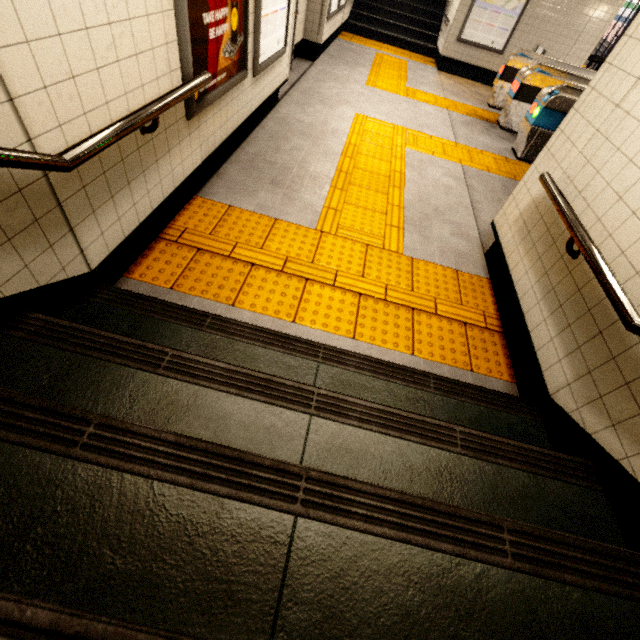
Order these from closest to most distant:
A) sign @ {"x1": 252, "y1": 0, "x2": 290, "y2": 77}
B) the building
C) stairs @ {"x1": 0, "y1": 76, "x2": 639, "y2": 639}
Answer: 1. stairs @ {"x1": 0, "y1": 76, "x2": 639, "y2": 639}
2. sign @ {"x1": 252, "y1": 0, "x2": 290, "y2": 77}
3. the building

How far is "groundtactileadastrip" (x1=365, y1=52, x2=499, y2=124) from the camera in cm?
677

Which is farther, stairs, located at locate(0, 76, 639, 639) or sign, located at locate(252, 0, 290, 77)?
sign, located at locate(252, 0, 290, 77)

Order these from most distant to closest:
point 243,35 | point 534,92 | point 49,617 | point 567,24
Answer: point 567,24 → point 534,92 → point 243,35 → point 49,617

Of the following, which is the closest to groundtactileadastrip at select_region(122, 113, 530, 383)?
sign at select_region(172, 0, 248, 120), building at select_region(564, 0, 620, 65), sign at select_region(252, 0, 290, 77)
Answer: building at select_region(564, 0, 620, 65)

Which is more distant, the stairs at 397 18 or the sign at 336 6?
the stairs at 397 18

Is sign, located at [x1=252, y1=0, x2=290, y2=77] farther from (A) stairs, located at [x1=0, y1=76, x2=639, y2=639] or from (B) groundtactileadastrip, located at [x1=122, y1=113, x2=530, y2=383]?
(A) stairs, located at [x1=0, y1=76, x2=639, y2=639]

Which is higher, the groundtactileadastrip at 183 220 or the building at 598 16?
the building at 598 16
